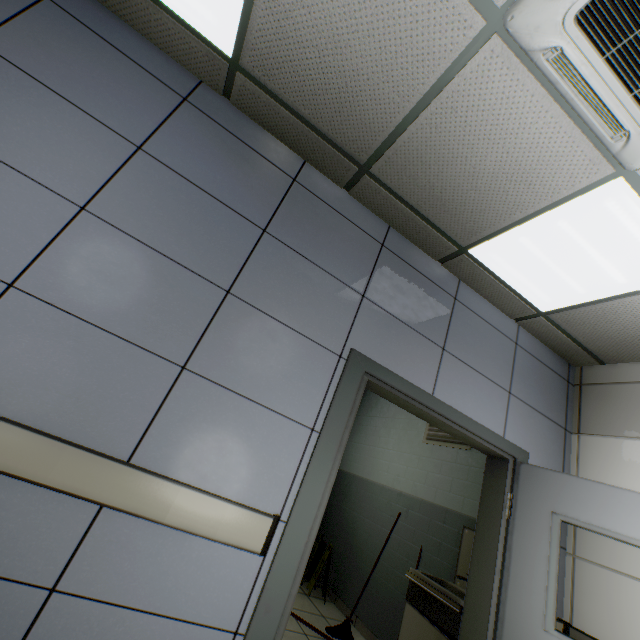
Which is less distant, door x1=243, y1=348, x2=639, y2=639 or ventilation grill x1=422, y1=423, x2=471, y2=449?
door x1=243, y1=348, x2=639, y2=639

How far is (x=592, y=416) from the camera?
2.97m

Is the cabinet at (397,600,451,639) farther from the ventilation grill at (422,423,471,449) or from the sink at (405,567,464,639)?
the ventilation grill at (422,423,471,449)

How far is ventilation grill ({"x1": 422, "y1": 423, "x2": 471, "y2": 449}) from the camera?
3.9 meters

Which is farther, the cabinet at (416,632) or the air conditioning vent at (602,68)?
the cabinet at (416,632)

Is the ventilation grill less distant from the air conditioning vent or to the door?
the door

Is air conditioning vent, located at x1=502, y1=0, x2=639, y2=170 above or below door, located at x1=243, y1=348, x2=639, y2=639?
above

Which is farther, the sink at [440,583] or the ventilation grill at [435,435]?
the ventilation grill at [435,435]
